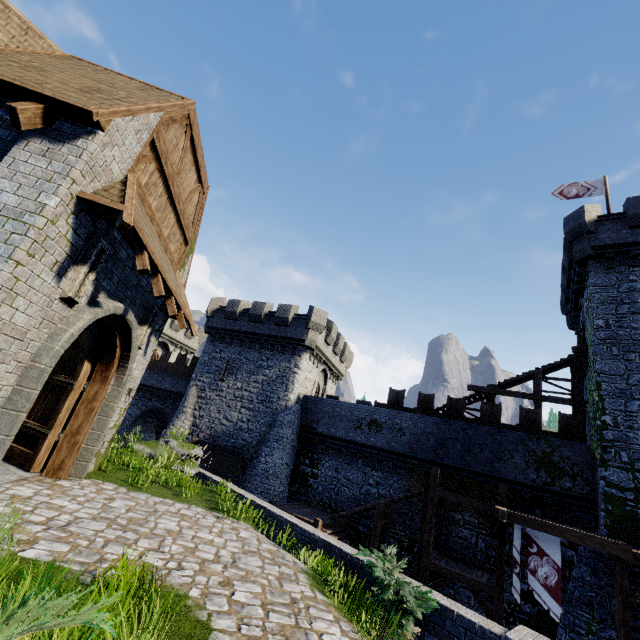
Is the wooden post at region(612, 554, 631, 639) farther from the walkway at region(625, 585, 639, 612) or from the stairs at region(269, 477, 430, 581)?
the stairs at region(269, 477, 430, 581)

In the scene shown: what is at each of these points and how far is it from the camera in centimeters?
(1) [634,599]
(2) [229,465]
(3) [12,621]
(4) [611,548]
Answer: (1) walkway, 1055cm
(2) awning, 2244cm
(3) bush, 135cm
(4) walkway, 1114cm

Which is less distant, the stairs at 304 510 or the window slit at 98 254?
the window slit at 98 254

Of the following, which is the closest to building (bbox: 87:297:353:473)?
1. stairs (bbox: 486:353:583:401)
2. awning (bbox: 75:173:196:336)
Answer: stairs (bbox: 486:353:583:401)

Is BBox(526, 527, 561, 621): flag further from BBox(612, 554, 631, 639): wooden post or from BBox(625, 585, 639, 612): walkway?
BBox(612, 554, 631, 639): wooden post

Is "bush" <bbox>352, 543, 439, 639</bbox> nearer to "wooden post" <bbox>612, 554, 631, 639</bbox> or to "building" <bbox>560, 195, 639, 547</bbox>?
"wooden post" <bbox>612, 554, 631, 639</bbox>

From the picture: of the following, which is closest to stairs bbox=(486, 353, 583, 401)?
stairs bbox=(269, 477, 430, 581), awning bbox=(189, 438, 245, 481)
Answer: stairs bbox=(269, 477, 430, 581)

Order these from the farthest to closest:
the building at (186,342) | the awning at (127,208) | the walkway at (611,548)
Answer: the building at (186,342)
the walkway at (611,548)
the awning at (127,208)
